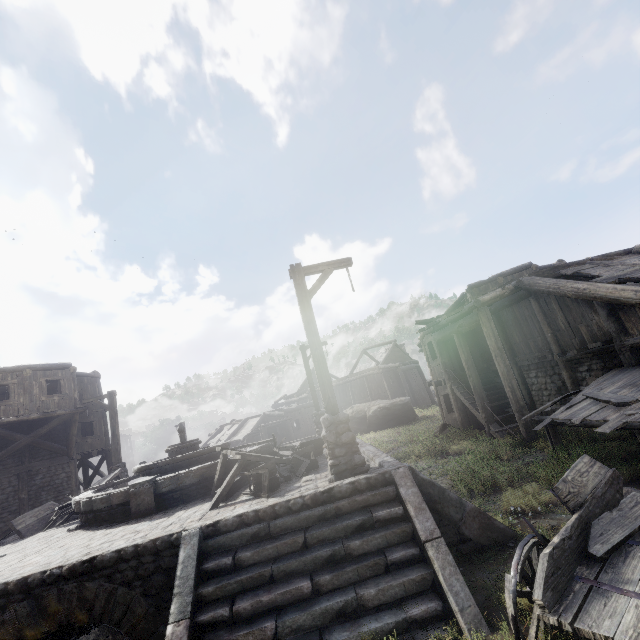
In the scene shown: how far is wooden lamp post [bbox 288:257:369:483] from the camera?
6.3 meters

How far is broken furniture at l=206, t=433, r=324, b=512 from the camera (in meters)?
6.85

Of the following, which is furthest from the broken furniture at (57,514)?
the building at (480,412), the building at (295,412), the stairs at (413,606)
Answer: the building at (480,412)

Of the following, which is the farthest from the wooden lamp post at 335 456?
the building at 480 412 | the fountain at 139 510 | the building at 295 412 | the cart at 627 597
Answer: the building at 295 412

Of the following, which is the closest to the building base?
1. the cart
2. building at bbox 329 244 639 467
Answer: the cart

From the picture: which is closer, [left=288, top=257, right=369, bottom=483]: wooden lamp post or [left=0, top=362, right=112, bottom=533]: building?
[left=288, top=257, right=369, bottom=483]: wooden lamp post

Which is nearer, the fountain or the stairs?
the stairs

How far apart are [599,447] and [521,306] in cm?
613
